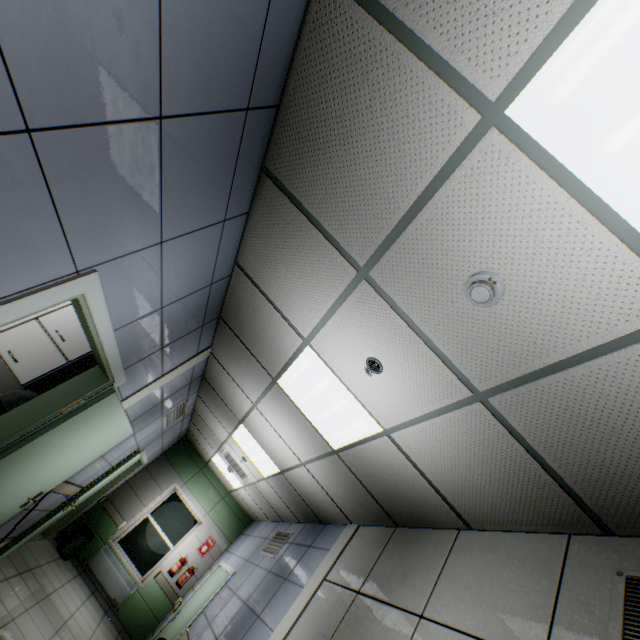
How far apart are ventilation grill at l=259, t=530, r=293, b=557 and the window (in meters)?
3.42

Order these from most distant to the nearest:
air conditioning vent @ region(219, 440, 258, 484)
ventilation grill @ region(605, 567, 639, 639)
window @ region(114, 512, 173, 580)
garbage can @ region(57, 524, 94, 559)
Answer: window @ region(114, 512, 173, 580), garbage can @ region(57, 524, 94, 559), air conditioning vent @ region(219, 440, 258, 484), ventilation grill @ region(605, 567, 639, 639)

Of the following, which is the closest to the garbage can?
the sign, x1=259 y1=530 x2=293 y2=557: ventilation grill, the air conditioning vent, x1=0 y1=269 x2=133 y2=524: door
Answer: the sign

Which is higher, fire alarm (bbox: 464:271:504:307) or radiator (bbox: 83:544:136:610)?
fire alarm (bbox: 464:271:504:307)

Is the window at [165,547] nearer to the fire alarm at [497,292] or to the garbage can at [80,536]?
the garbage can at [80,536]

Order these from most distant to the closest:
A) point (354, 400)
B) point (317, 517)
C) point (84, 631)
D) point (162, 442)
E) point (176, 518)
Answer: point (176, 518) → point (162, 442) → point (84, 631) → point (317, 517) → point (354, 400)

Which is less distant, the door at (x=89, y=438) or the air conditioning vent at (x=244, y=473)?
the door at (x=89, y=438)

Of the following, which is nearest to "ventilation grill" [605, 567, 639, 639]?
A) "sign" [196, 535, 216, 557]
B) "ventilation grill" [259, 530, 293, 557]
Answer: "ventilation grill" [259, 530, 293, 557]
